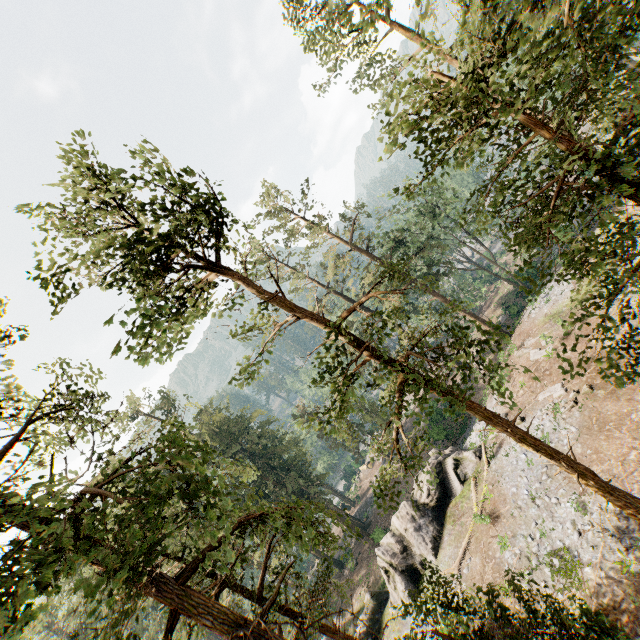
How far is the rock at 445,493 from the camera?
23.2 meters

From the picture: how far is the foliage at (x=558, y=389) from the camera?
20.7m

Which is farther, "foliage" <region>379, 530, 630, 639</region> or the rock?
the rock

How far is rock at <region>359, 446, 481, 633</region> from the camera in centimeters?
2316cm

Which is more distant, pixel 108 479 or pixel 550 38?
pixel 108 479

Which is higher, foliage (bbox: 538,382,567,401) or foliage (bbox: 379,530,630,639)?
foliage (bbox: 379,530,630,639)

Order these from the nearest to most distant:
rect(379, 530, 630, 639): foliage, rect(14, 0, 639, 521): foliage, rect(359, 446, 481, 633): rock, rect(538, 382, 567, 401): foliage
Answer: rect(14, 0, 639, 521): foliage → rect(379, 530, 630, 639): foliage → rect(538, 382, 567, 401): foliage → rect(359, 446, 481, 633): rock
